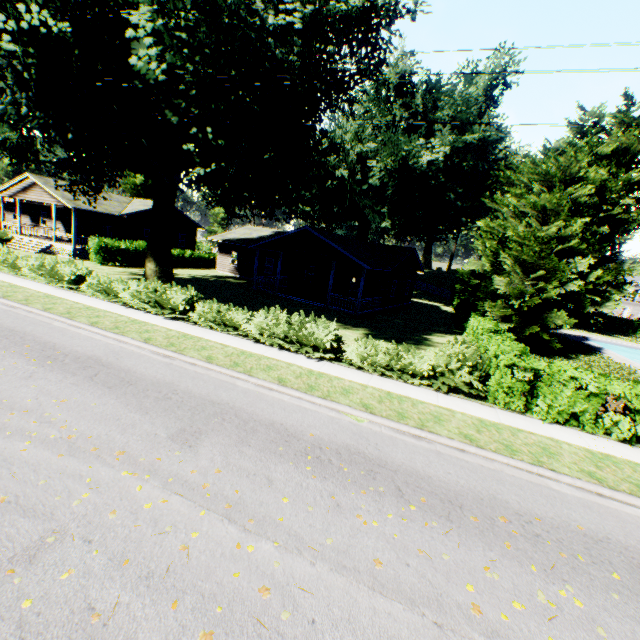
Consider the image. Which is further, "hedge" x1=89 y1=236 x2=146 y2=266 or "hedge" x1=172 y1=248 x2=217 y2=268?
"hedge" x1=172 y1=248 x2=217 y2=268

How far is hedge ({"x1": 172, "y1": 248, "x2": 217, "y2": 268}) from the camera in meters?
34.4

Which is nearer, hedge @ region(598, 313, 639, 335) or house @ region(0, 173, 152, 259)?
house @ region(0, 173, 152, 259)

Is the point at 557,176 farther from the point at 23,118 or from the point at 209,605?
the point at 23,118

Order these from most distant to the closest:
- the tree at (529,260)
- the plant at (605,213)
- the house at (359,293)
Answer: the plant at (605,213) → the house at (359,293) → the tree at (529,260)

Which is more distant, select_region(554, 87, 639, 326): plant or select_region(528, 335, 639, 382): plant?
select_region(554, 87, 639, 326): plant

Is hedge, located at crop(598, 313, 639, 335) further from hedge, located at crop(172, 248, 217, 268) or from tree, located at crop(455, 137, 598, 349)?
hedge, located at crop(172, 248, 217, 268)

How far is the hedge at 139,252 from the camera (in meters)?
27.19
